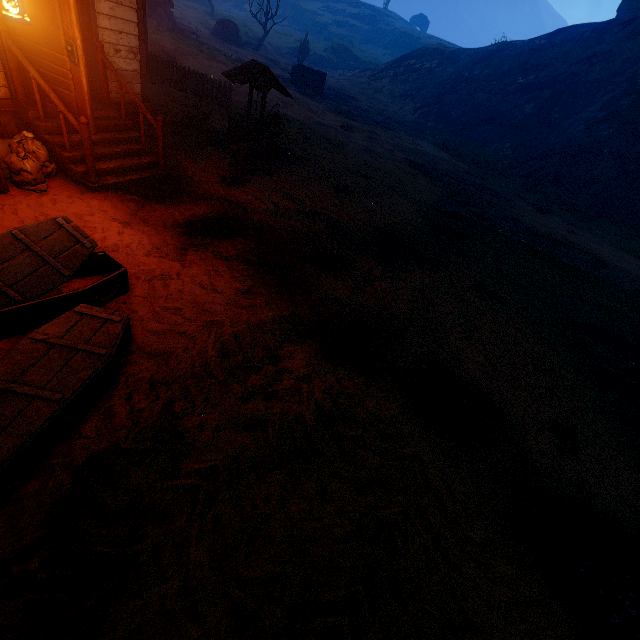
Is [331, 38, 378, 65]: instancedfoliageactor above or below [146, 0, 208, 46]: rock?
above

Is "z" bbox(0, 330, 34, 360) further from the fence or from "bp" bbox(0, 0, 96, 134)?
the fence

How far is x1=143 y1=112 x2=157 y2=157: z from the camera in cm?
810

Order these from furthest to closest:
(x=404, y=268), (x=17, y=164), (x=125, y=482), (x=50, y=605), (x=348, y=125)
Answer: (x=348, y=125)
(x=404, y=268)
(x=17, y=164)
(x=125, y=482)
(x=50, y=605)

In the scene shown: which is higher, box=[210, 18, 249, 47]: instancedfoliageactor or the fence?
box=[210, 18, 249, 47]: instancedfoliageactor

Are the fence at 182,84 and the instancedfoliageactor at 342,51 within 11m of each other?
no

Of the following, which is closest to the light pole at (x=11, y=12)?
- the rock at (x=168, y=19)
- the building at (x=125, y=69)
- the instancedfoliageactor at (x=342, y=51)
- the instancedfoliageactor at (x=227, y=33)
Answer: the building at (x=125, y=69)

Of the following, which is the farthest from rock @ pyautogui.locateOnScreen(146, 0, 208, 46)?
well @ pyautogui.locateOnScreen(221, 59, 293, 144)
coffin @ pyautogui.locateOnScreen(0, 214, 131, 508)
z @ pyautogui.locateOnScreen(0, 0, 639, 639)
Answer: coffin @ pyautogui.locateOnScreen(0, 214, 131, 508)
